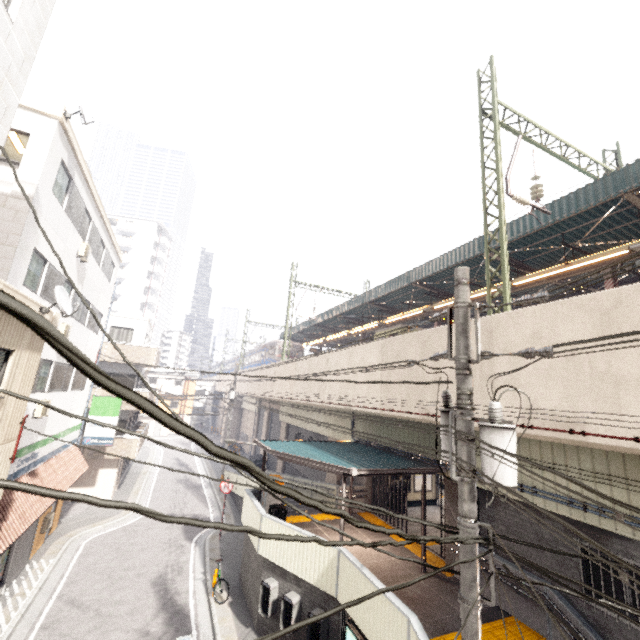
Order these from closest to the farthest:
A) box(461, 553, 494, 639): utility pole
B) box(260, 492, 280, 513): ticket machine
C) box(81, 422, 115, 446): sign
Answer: box(461, 553, 494, 639): utility pole
box(260, 492, 280, 513): ticket machine
box(81, 422, 115, 446): sign

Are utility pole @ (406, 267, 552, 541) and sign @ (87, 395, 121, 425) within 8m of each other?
no

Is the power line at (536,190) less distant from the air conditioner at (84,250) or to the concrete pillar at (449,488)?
the concrete pillar at (449,488)

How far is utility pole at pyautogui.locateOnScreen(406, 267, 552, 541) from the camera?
4.0 meters

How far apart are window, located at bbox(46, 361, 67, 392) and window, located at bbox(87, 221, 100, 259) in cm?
476

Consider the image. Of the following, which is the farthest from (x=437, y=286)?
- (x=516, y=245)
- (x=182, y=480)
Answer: (x=182, y=480)

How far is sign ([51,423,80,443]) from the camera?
14.3m

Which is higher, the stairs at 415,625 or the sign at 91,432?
the sign at 91,432
